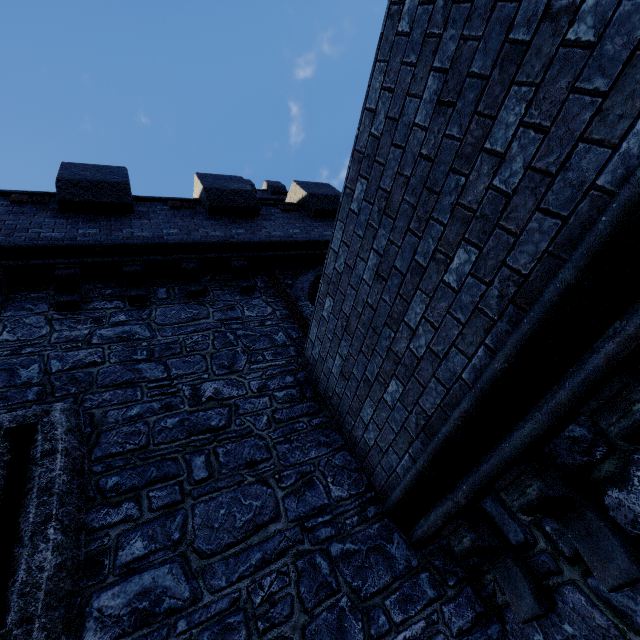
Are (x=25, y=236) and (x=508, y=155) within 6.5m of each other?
no

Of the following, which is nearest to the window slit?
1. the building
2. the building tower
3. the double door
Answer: the building tower

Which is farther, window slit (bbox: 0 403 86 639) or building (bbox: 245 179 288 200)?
building (bbox: 245 179 288 200)

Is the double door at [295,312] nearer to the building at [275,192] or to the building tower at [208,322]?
the building tower at [208,322]

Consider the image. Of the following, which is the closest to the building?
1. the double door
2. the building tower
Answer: the building tower

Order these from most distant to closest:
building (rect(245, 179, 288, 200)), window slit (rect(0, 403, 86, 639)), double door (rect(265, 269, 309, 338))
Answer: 1. building (rect(245, 179, 288, 200))
2. double door (rect(265, 269, 309, 338))
3. window slit (rect(0, 403, 86, 639))

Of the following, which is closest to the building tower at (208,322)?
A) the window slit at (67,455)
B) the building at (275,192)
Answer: the window slit at (67,455)

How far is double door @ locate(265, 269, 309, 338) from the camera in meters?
6.0 m
